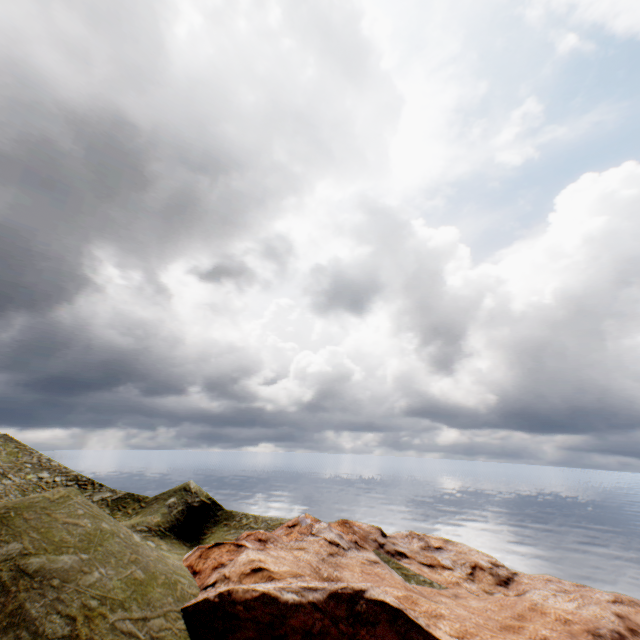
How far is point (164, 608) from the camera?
15.7m
